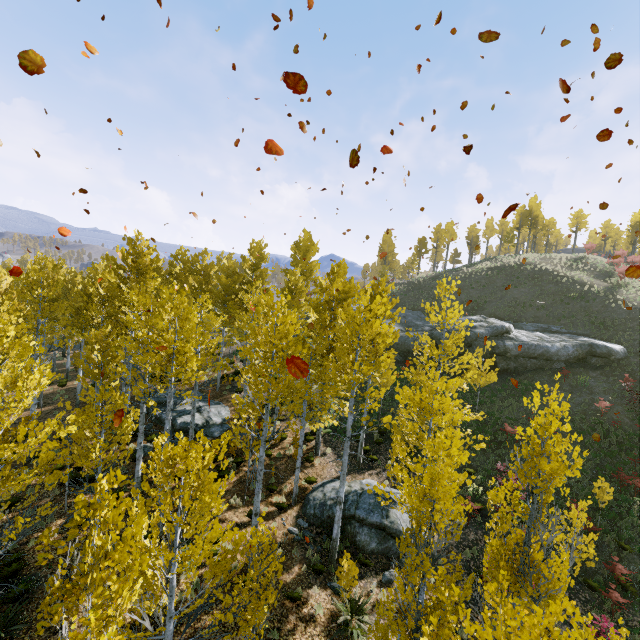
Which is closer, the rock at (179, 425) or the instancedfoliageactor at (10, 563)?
the instancedfoliageactor at (10, 563)

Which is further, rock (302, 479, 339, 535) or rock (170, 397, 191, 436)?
rock (170, 397, 191, 436)

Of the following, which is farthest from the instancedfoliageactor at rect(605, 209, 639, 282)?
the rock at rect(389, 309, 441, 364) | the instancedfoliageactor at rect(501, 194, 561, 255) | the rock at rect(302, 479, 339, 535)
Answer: the instancedfoliageactor at rect(501, 194, 561, 255)

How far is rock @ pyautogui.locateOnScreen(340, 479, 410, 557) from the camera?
13.17m

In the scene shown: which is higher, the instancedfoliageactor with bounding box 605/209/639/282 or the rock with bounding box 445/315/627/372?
the instancedfoliageactor with bounding box 605/209/639/282

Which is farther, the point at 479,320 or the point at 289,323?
the point at 479,320

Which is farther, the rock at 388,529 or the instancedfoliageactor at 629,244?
the instancedfoliageactor at 629,244

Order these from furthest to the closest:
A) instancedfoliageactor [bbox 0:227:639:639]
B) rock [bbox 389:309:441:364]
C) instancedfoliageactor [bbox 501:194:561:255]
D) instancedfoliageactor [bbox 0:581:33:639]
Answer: instancedfoliageactor [bbox 501:194:561:255] → rock [bbox 389:309:441:364] → instancedfoliageactor [bbox 0:581:33:639] → instancedfoliageactor [bbox 0:227:639:639]
